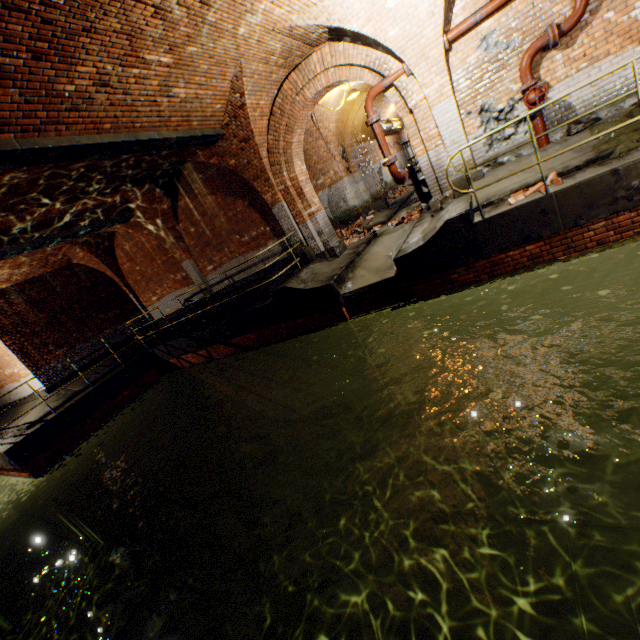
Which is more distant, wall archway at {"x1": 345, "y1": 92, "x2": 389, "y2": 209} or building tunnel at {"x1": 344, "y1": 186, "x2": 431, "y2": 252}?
wall archway at {"x1": 345, "y1": 92, "x2": 389, "y2": 209}

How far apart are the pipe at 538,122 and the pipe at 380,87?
2.8m

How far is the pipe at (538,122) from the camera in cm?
649

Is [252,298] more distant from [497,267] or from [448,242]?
[497,267]

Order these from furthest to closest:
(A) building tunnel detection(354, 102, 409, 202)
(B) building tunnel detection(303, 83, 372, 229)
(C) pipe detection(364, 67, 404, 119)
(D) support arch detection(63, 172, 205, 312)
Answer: (A) building tunnel detection(354, 102, 409, 202) → (B) building tunnel detection(303, 83, 372, 229) → (D) support arch detection(63, 172, 205, 312) → (C) pipe detection(364, 67, 404, 119)

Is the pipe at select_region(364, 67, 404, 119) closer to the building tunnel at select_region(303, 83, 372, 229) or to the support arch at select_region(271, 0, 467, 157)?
the support arch at select_region(271, 0, 467, 157)

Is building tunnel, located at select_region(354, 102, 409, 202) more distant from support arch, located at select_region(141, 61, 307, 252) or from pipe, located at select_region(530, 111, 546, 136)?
pipe, located at select_region(530, 111, 546, 136)

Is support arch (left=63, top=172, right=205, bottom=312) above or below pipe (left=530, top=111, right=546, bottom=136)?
above
